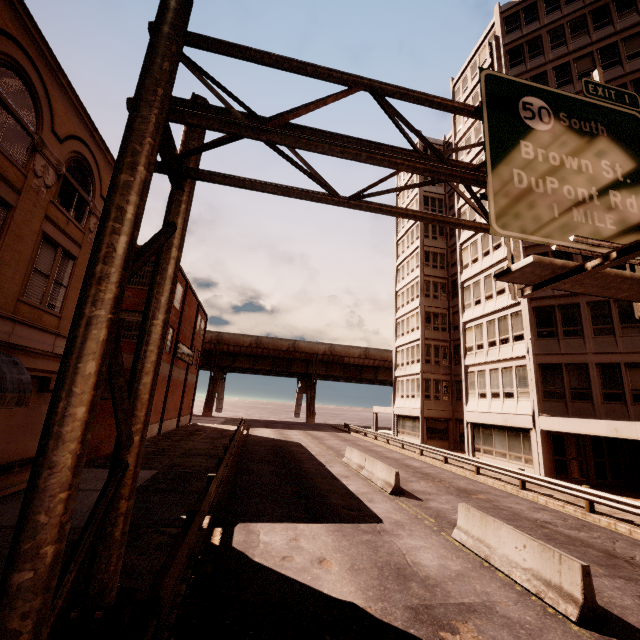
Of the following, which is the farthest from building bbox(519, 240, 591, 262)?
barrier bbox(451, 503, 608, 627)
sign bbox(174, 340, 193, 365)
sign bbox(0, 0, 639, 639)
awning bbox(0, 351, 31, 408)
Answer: sign bbox(174, 340, 193, 365)

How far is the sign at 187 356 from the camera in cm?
2928

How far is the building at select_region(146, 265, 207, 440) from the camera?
27.1 meters

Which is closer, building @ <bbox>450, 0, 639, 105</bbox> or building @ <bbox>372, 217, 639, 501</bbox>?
building @ <bbox>372, 217, 639, 501</bbox>

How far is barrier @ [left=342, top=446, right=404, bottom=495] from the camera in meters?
14.4 m

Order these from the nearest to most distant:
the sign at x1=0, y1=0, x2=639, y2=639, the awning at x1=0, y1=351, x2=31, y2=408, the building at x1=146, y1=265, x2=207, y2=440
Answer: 1. the sign at x1=0, y1=0, x2=639, y2=639
2. the awning at x1=0, y1=351, x2=31, y2=408
3. the building at x1=146, y1=265, x2=207, y2=440

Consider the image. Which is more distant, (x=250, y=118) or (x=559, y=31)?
(x=559, y=31)

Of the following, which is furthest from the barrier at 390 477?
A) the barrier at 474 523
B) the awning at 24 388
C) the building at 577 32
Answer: the awning at 24 388
